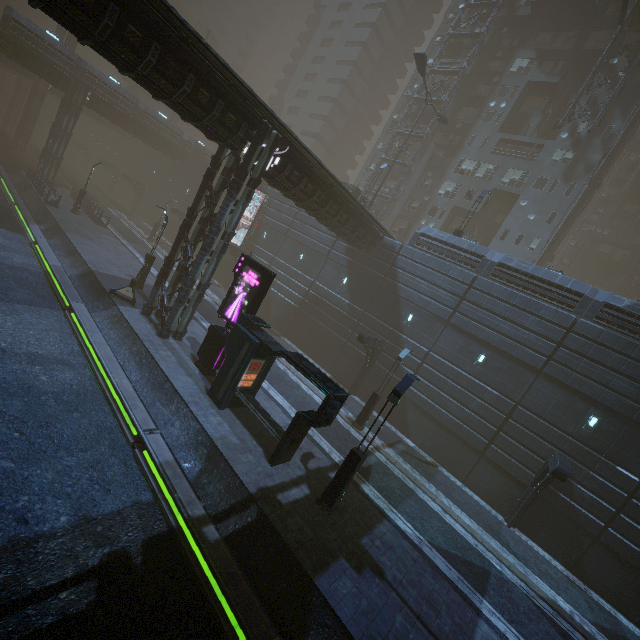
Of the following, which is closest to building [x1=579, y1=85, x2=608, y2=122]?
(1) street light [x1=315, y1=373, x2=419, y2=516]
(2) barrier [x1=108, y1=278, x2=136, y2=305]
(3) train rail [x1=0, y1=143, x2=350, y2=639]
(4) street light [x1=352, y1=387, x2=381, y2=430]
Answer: (3) train rail [x1=0, y1=143, x2=350, y2=639]

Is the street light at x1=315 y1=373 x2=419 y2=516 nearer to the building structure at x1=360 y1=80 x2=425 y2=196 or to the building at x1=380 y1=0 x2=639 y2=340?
the building at x1=380 y1=0 x2=639 y2=340

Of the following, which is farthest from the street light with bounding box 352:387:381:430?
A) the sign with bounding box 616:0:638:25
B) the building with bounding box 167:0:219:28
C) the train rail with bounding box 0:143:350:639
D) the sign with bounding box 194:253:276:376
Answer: the building with bounding box 167:0:219:28

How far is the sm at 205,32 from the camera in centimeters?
4812cm

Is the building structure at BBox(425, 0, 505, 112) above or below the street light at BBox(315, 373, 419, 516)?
above

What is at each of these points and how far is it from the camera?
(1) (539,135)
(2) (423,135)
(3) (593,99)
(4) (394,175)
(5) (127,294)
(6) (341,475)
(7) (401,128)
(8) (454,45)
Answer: (1) building, 37.4 meters
(2) building structure, 38.3 meters
(3) building, 31.6 meters
(4) building, 40.9 meters
(5) barrier, 19.0 meters
(6) street light, 11.1 meters
(7) building structure, 40.2 meters
(8) building, 39.9 meters

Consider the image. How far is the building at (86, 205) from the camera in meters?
32.3 m

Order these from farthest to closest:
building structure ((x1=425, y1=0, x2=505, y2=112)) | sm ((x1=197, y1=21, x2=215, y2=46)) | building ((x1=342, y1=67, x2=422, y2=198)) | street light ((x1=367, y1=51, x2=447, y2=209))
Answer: sm ((x1=197, y1=21, x2=215, y2=46))
building ((x1=342, y1=67, x2=422, y2=198))
building structure ((x1=425, y1=0, x2=505, y2=112))
street light ((x1=367, y1=51, x2=447, y2=209))
